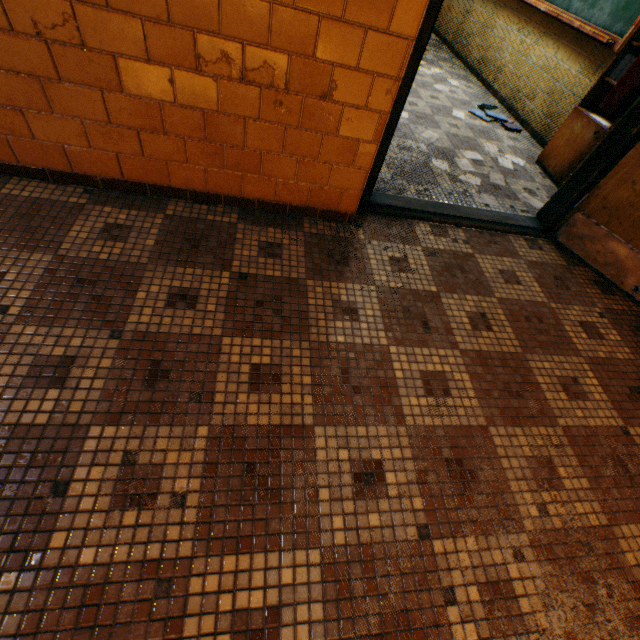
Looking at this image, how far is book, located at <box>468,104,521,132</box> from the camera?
3.94m

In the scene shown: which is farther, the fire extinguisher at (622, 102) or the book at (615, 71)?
the book at (615, 71)

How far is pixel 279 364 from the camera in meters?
1.4

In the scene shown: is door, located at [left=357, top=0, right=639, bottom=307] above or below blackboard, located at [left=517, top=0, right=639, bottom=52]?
below

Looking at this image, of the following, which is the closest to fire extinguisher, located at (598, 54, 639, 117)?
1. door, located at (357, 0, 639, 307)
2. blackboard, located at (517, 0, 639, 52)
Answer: door, located at (357, 0, 639, 307)

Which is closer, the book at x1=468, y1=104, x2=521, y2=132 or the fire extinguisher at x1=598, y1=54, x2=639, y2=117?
the fire extinguisher at x1=598, y1=54, x2=639, y2=117

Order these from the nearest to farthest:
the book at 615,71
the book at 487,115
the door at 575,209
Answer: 1. the door at 575,209
2. the book at 615,71
3. the book at 487,115

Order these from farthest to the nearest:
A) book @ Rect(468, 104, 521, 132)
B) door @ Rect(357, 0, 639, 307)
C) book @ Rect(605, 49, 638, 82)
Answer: book @ Rect(468, 104, 521, 132), book @ Rect(605, 49, 638, 82), door @ Rect(357, 0, 639, 307)
